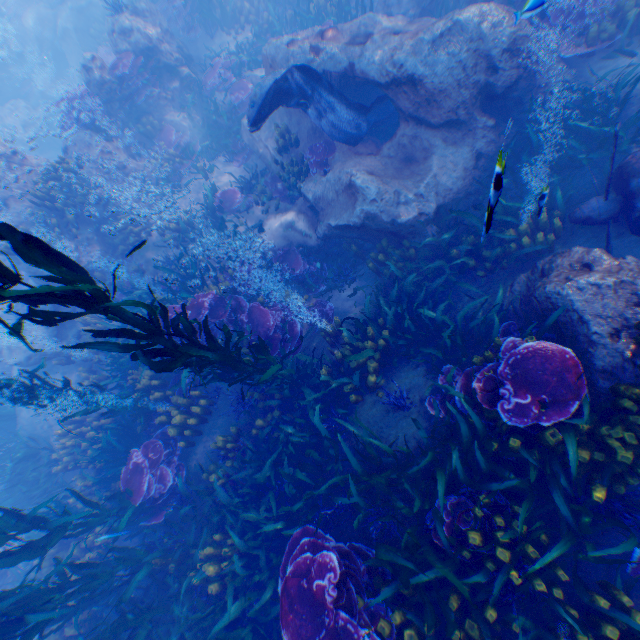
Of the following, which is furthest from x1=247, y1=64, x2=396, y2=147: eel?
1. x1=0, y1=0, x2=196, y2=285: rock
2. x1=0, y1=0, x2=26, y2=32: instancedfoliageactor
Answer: x1=0, y1=0, x2=26, y2=32: instancedfoliageactor

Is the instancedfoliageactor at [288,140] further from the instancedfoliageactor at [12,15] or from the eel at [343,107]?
the instancedfoliageactor at [12,15]

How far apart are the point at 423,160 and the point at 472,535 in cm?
682

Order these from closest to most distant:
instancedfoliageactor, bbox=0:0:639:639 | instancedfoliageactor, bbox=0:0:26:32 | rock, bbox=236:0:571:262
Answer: instancedfoliageactor, bbox=0:0:639:639 → rock, bbox=236:0:571:262 → instancedfoliageactor, bbox=0:0:26:32

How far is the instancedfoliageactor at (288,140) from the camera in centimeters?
805cm

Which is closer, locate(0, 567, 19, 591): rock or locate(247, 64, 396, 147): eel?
locate(247, 64, 396, 147): eel

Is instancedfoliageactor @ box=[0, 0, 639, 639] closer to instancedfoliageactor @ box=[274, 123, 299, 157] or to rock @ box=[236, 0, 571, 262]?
rock @ box=[236, 0, 571, 262]

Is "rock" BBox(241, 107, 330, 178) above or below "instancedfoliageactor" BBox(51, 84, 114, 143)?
below
